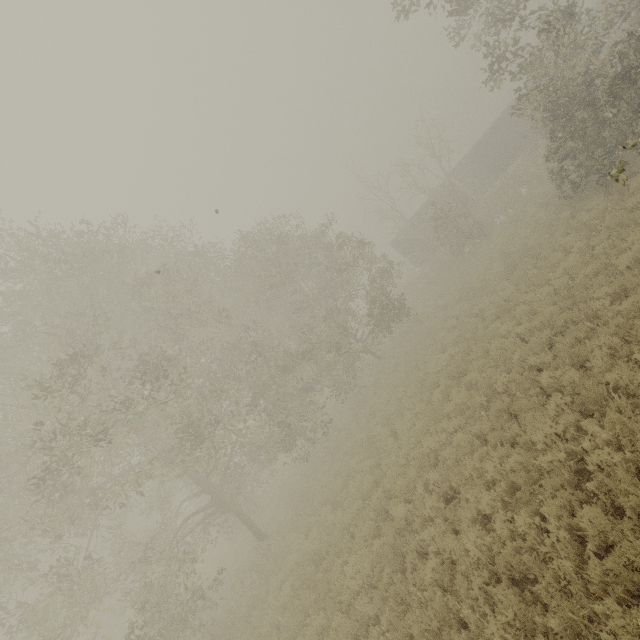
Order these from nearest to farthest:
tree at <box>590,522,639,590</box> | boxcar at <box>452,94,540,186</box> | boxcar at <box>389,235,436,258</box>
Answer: tree at <box>590,522,639,590</box> < boxcar at <box>452,94,540,186</box> < boxcar at <box>389,235,436,258</box>

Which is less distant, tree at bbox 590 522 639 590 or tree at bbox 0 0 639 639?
tree at bbox 590 522 639 590

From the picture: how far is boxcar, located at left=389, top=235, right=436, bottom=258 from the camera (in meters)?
32.19

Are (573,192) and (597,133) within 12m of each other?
yes

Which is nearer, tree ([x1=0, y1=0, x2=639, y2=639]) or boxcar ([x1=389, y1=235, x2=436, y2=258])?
tree ([x1=0, y1=0, x2=639, y2=639])

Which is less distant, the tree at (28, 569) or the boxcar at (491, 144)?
the tree at (28, 569)

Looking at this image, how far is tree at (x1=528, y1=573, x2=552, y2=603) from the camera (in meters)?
4.67

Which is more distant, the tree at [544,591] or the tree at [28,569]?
the tree at [28,569]
